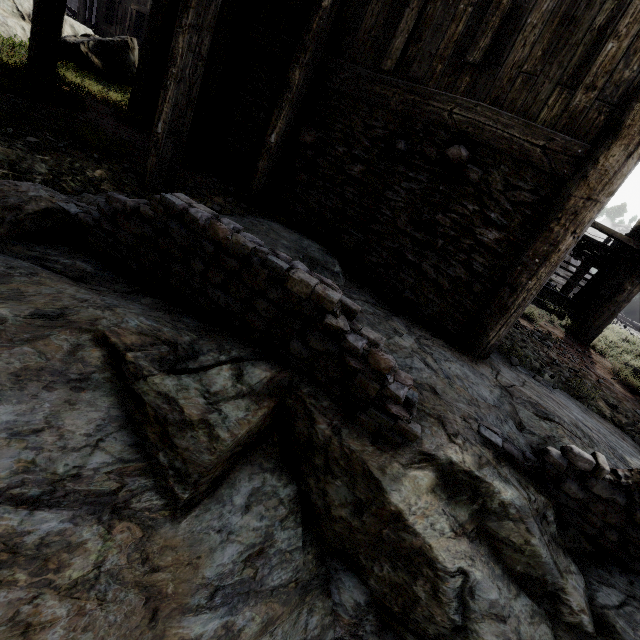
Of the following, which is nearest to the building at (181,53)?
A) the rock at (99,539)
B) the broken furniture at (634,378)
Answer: the rock at (99,539)

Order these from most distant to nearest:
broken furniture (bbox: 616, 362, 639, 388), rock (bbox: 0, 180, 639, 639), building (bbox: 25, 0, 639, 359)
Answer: broken furniture (bbox: 616, 362, 639, 388) < building (bbox: 25, 0, 639, 359) < rock (bbox: 0, 180, 639, 639)

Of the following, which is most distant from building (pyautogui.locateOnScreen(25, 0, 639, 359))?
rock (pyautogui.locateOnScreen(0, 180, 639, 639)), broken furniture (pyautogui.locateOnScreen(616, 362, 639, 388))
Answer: broken furniture (pyautogui.locateOnScreen(616, 362, 639, 388))

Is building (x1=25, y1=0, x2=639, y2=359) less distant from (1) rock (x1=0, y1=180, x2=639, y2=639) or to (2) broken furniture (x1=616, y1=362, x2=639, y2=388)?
(1) rock (x1=0, y1=180, x2=639, y2=639)

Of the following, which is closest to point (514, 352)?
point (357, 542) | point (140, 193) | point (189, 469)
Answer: point (357, 542)

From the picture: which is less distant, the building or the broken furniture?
the building

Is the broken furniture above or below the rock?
above

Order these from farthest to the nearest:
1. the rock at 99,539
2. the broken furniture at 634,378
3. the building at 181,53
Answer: the broken furniture at 634,378 → the building at 181,53 → the rock at 99,539
